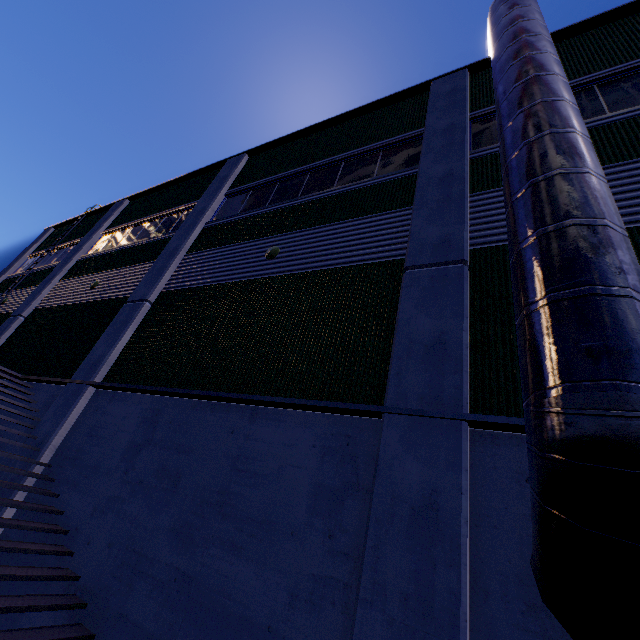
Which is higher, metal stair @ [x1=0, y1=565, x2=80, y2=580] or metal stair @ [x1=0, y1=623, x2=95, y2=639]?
metal stair @ [x1=0, y1=565, x2=80, y2=580]

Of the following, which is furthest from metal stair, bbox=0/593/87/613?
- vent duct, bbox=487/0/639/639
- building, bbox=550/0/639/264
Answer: vent duct, bbox=487/0/639/639

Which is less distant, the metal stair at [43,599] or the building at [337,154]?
the building at [337,154]

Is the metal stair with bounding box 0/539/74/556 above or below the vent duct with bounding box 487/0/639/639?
below

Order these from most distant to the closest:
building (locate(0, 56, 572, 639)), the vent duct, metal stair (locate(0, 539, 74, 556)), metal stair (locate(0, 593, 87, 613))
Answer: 1. metal stair (locate(0, 539, 74, 556))
2. metal stair (locate(0, 593, 87, 613))
3. building (locate(0, 56, 572, 639))
4. the vent duct

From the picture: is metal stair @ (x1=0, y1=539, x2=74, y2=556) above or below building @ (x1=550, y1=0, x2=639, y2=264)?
below

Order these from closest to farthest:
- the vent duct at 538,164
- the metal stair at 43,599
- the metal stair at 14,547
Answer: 1. the vent duct at 538,164
2. the metal stair at 43,599
3. the metal stair at 14,547

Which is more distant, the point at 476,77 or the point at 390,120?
the point at 390,120
